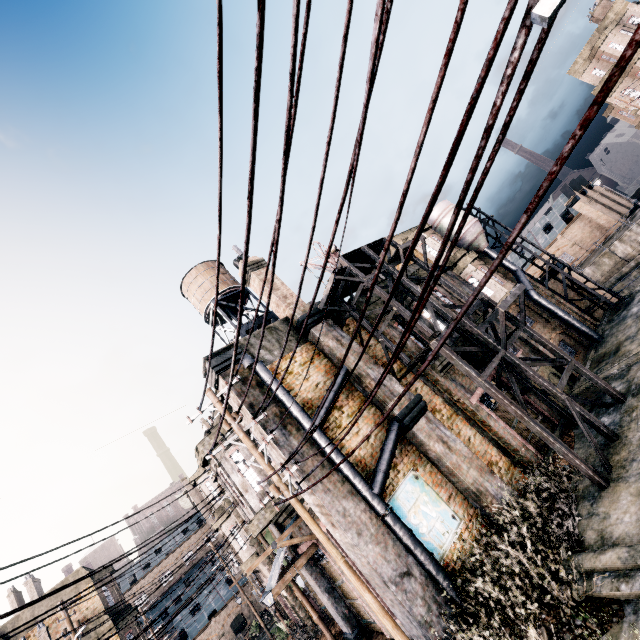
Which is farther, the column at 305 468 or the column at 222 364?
the column at 222 364

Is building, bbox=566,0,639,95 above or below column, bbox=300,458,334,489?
above

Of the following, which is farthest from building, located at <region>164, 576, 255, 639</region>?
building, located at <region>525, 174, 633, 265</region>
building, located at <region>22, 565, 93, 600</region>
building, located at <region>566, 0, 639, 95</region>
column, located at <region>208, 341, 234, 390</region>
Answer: building, located at <region>566, 0, 639, 95</region>

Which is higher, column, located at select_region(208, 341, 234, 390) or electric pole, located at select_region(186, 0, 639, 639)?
column, located at select_region(208, 341, 234, 390)

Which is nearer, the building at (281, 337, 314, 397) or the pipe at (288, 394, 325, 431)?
the pipe at (288, 394, 325, 431)

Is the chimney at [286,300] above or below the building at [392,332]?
above

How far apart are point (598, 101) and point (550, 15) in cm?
58

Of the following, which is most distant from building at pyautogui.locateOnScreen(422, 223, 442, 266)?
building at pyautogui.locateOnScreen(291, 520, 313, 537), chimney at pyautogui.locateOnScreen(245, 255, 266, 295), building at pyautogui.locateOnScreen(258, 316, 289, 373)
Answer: building at pyautogui.locateOnScreen(291, 520, 313, 537)
